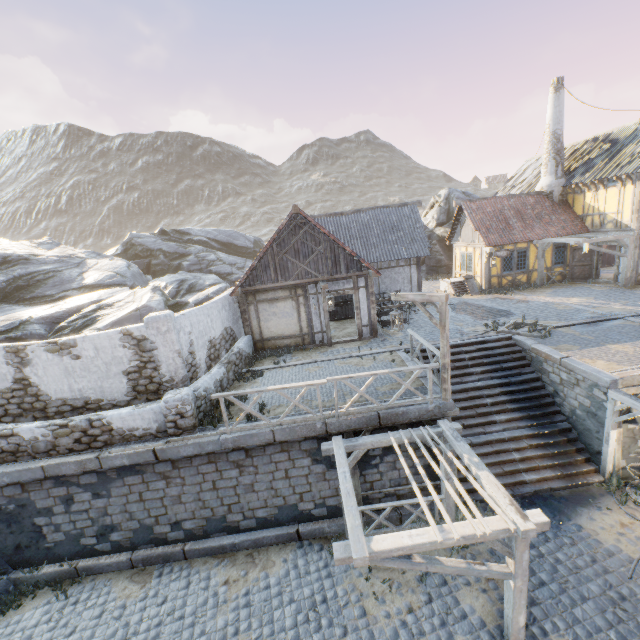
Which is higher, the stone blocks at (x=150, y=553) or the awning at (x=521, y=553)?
the awning at (x=521, y=553)

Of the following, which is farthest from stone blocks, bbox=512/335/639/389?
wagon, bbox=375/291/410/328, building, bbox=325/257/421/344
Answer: wagon, bbox=375/291/410/328

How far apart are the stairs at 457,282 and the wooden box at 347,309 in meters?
7.1

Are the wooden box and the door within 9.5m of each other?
no

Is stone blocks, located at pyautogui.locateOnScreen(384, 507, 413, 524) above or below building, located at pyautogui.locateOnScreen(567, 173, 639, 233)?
below

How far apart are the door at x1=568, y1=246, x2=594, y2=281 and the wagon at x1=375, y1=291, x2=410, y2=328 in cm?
1142

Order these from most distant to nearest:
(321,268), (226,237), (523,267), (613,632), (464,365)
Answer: (226,237) < (523,267) < (321,268) < (464,365) < (613,632)

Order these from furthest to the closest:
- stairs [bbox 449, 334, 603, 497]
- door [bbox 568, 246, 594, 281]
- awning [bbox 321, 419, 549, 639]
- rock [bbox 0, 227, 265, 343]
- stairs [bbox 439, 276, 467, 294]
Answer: stairs [bbox 439, 276, 467, 294]
door [bbox 568, 246, 594, 281]
rock [bbox 0, 227, 265, 343]
stairs [bbox 449, 334, 603, 497]
awning [bbox 321, 419, 549, 639]
